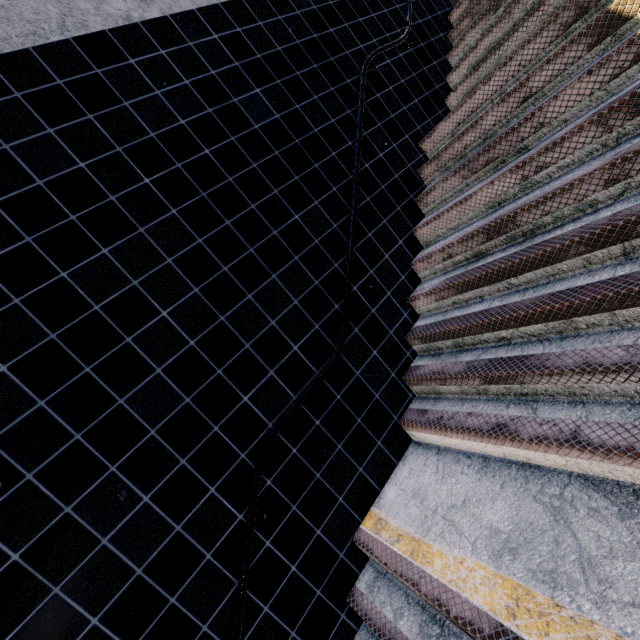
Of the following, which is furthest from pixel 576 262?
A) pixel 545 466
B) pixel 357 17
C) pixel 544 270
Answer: pixel 357 17
